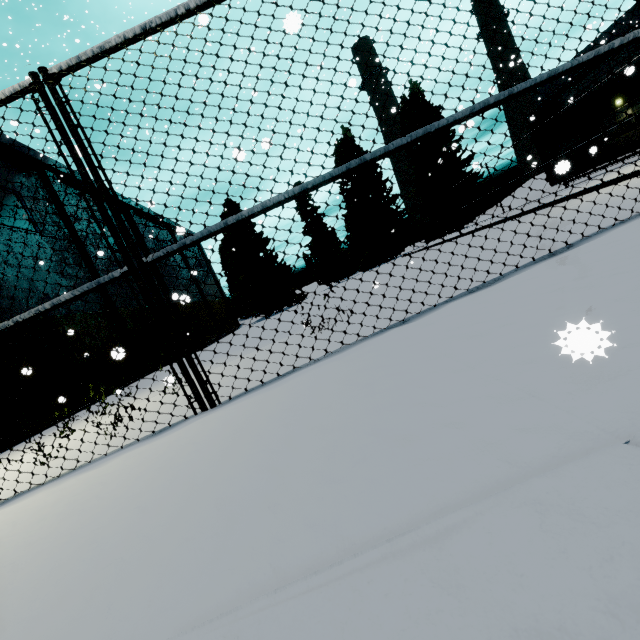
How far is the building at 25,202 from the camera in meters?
18.7

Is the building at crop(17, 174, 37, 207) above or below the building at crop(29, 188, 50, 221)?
below

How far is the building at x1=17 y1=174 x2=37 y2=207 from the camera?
18.7 meters

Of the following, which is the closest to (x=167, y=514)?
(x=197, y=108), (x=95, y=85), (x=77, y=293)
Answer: (x=77, y=293)

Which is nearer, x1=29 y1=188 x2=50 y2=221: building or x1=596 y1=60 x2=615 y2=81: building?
x1=29 y1=188 x2=50 y2=221: building

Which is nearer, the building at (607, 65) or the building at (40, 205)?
the building at (40, 205)
